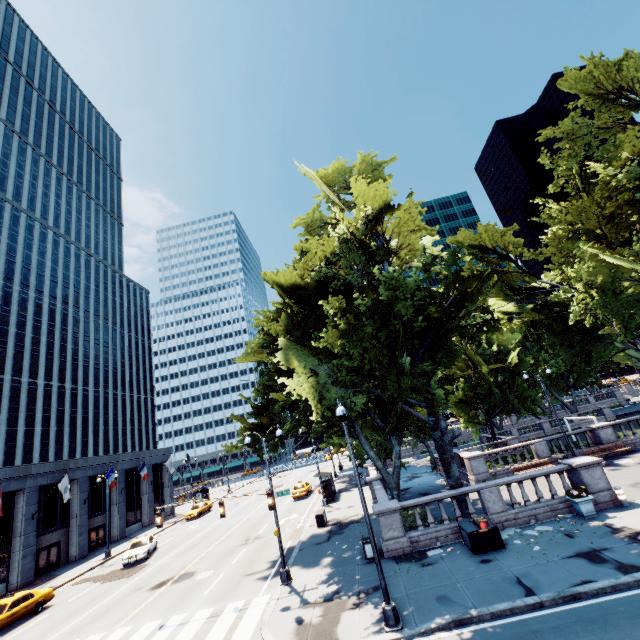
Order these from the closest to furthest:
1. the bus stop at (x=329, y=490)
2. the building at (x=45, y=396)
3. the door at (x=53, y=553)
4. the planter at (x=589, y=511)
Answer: the planter at (x=589, y=511) → the building at (x=45, y=396) → the door at (x=53, y=553) → the bus stop at (x=329, y=490)

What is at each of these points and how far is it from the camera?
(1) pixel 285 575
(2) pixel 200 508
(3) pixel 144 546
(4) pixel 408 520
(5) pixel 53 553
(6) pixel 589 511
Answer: (1) light, 16.0 meters
(2) vehicle, 42.5 meters
(3) vehicle, 27.7 meters
(4) bush, 19.1 meters
(5) door, 31.2 meters
(6) planter, 14.9 meters

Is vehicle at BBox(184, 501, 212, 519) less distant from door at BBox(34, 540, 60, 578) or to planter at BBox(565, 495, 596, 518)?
door at BBox(34, 540, 60, 578)

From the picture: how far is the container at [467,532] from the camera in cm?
1398

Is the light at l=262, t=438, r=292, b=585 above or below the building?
below

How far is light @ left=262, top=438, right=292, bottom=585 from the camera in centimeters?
1600cm

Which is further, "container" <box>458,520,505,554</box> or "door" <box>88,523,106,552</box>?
"door" <box>88,523,106,552</box>

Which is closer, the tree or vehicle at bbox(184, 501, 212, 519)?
the tree
